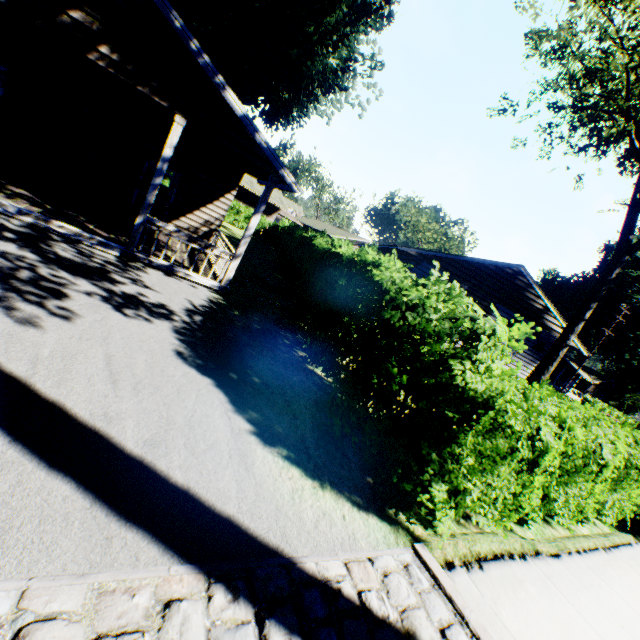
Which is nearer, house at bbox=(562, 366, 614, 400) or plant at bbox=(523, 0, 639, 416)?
plant at bbox=(523, 0, 639, 416)

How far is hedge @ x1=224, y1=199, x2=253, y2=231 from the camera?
32.6 meters

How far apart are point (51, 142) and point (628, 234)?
23.13m

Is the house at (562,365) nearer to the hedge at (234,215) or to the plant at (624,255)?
the hedge at (234,215)

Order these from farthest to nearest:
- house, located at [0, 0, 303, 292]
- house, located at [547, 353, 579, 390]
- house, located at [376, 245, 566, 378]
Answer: house, located at [547, 353, 579, 390], house, located at [376, 245, 566, 378], house, located at [0, 0, 303, 292]

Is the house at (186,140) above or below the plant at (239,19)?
below

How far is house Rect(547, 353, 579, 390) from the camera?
54.4 meters

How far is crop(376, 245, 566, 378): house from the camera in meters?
17.3 m
